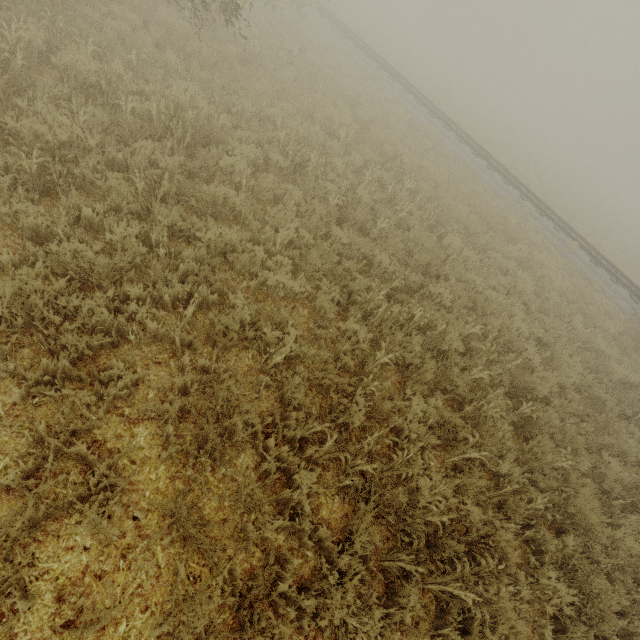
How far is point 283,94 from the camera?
9.8 meters

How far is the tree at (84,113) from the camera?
4.54m

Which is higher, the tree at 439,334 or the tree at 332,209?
the tree at 439,334

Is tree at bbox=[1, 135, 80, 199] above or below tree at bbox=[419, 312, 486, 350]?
below

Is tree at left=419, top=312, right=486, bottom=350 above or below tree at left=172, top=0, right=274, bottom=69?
above

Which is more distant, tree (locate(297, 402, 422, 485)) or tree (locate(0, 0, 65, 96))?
tree (locate(0, 0, 65, 96))
